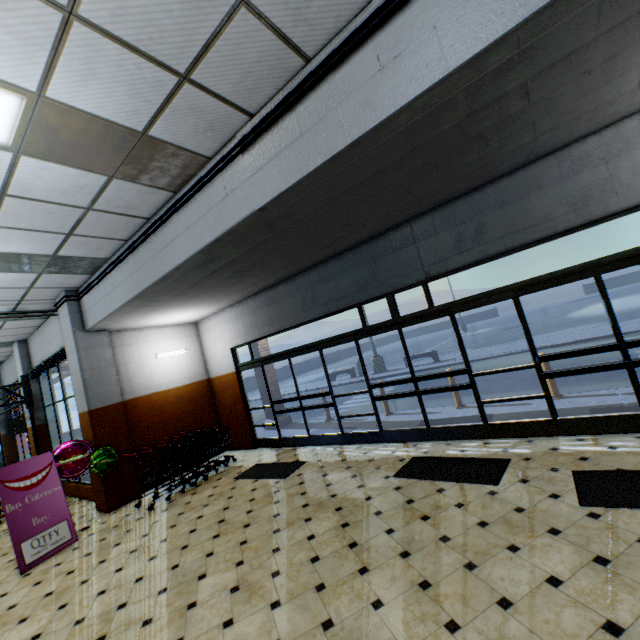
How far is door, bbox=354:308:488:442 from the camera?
5.53m

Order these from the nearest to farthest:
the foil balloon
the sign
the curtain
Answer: the sign < the foil balloon < the curtain

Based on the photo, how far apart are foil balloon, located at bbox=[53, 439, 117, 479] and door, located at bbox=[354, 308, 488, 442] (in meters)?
5.56

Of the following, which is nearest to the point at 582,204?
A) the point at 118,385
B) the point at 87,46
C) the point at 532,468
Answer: the point at 532,468

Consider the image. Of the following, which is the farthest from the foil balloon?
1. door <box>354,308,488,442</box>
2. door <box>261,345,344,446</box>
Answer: door <box>354,308,488,442</box>

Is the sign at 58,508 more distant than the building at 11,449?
No

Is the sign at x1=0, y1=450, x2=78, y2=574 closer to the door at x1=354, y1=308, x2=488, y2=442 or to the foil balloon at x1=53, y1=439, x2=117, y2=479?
the foil balloon at x1=53, y1=439, x2=117, y2=479

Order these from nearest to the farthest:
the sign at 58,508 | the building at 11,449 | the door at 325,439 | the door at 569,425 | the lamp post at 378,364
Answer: the door at 569,425 → the sign at 58,508 → the door at 325,439 → the building at 11,449 → the lamp post at 378,364
